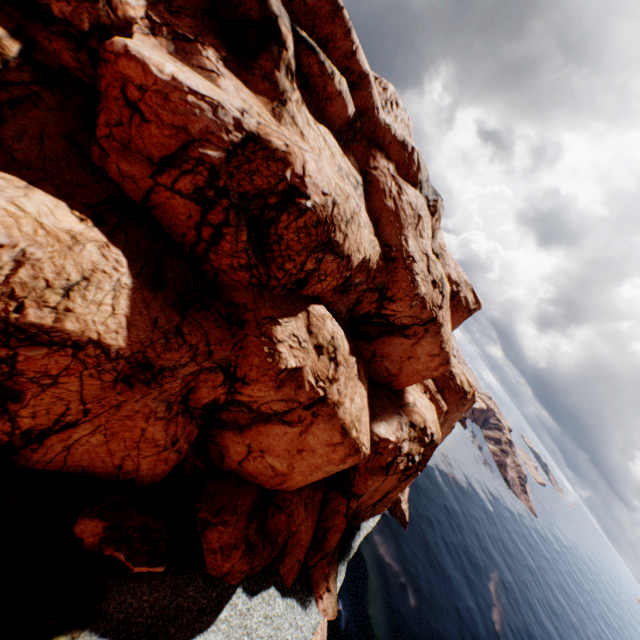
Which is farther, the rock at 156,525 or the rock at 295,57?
the rock at 156,525

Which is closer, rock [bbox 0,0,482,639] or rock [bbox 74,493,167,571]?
rock [bbox 0,0,482,639]

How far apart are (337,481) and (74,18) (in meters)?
38.10

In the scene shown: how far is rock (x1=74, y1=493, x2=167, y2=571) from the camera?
17.6 meters

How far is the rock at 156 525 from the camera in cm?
1761
